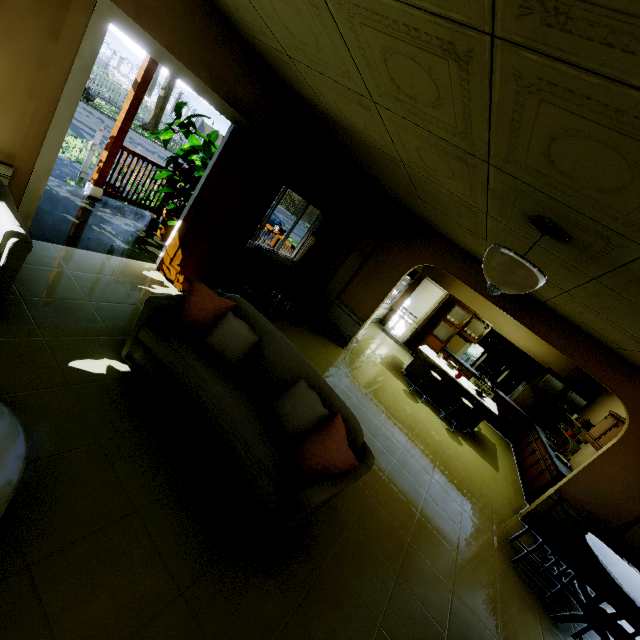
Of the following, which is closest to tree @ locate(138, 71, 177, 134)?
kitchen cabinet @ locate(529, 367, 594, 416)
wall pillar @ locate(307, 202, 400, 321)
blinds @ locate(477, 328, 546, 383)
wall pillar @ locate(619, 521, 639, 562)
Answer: wall pillar @ locate(307, 202, 400, 321)

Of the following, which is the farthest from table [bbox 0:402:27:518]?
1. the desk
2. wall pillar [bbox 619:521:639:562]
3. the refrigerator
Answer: the refrigerator

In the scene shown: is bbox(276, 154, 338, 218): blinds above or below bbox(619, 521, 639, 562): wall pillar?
above

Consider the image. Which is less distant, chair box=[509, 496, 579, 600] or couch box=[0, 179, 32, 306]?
couch box=[0, 179, 32, 306]

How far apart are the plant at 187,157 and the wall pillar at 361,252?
2.8 meters

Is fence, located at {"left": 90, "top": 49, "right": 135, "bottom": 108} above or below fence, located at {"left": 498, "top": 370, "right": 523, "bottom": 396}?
below

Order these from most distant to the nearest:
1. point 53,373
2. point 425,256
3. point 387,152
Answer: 1. point 425,256
2. point 387,152
3. point 53,373

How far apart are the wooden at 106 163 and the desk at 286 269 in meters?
2.4
